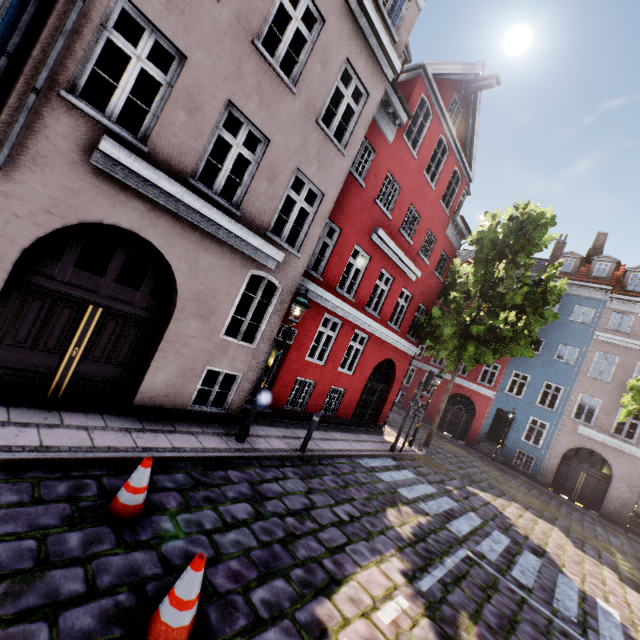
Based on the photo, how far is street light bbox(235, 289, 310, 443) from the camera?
7.5m

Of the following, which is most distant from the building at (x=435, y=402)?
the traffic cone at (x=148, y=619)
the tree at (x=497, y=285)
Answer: the traffic cone at (x=148, y=619)

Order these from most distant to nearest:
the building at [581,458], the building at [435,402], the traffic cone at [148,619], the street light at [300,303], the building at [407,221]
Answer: the building at [435,402], the building at [581,458], the street light at [300,303], the building at [407,221], the traffic cone at [148,619]

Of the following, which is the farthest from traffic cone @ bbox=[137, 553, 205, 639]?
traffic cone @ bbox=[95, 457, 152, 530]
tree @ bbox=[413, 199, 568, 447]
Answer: tree @ bbox=[413, 199, 568, 447]

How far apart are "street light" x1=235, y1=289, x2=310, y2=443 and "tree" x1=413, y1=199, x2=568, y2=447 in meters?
10.5 m

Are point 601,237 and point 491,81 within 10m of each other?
no

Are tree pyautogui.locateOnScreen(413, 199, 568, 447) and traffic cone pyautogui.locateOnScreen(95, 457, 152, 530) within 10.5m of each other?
no

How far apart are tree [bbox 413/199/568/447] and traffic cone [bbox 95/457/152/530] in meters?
14.3 m
